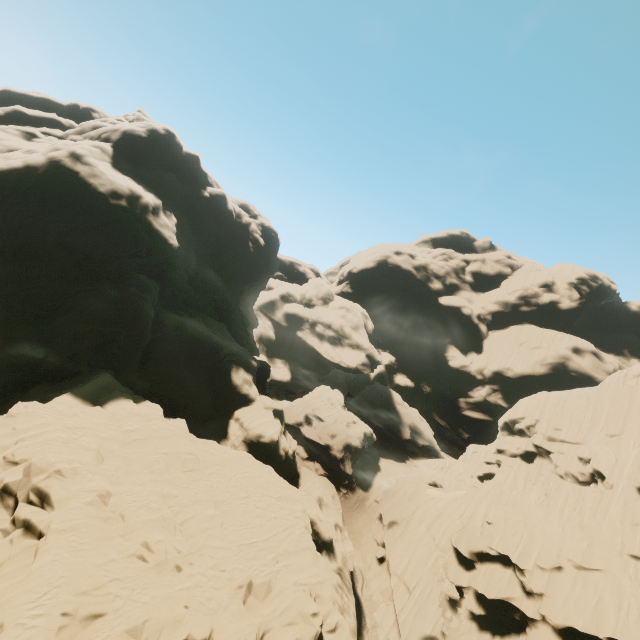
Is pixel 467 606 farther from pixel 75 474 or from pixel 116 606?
pixel 75 474

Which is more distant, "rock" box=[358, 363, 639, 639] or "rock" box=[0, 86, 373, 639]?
"rock" box=[358, 363, 639, 639]

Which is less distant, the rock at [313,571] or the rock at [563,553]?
the rock at [313,571]
